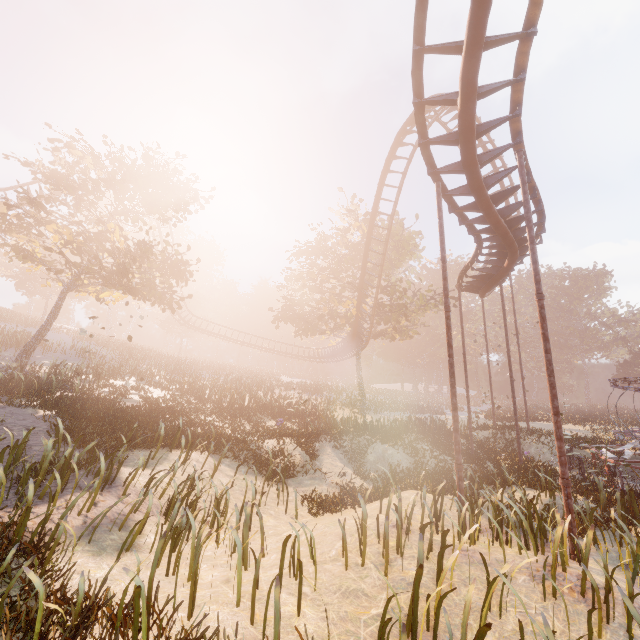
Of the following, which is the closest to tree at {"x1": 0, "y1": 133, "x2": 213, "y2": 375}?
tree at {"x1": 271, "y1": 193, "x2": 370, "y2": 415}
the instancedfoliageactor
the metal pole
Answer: tree at {"x1": 271, "y1": 193, "x2": 370, "y2": 415}

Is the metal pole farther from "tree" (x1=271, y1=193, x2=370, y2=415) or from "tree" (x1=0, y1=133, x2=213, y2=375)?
"tree" (x1=0, y1=133, x2=213, y2=375)

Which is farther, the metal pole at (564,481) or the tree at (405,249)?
the tree at (405,249)

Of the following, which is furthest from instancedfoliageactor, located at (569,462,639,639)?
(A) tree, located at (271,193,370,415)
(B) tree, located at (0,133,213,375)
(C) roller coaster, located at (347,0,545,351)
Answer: (B) tree, located at (0,133,213,375)

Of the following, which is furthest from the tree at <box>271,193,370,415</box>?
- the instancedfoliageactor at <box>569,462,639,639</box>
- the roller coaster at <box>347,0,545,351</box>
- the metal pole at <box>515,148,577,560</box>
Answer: the instancedfoliageactor at <box>569,462,639,639</box>

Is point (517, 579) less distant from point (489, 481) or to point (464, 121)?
point (489, 481)

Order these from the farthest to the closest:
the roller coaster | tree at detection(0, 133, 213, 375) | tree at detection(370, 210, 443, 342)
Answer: tree at detection(370, 210, 443, 342) < tree at detection(0, 133, 213, 375) < the roller coaster

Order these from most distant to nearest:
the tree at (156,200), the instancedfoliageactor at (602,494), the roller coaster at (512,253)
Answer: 1. the tree at (156,200)
2. the roller coaster at (512,253)
3. the instancedfoliageactor at (602,494)
